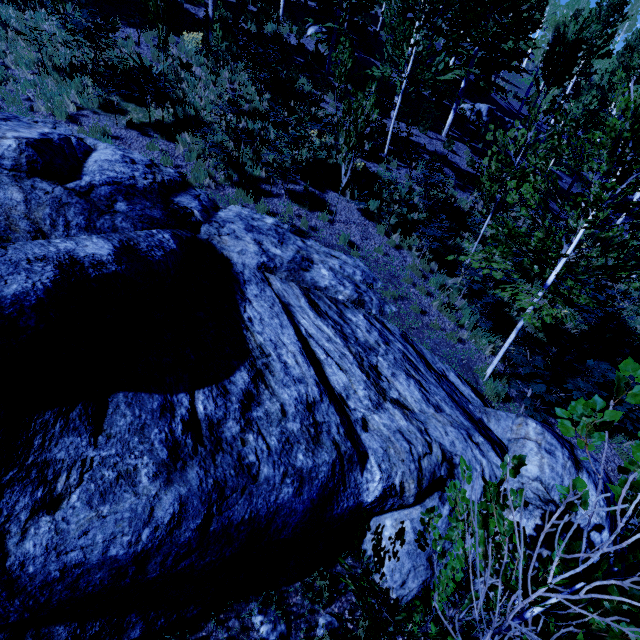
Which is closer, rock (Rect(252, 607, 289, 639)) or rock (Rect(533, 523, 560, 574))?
rock (Rect(252, 607, 289, 639))

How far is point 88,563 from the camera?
2.5m

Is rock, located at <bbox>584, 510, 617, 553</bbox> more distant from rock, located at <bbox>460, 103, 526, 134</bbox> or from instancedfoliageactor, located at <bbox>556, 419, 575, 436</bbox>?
rock, located at <bbox>460, 103, 526, 134</bbox>

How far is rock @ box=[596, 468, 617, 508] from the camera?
5.1 meters

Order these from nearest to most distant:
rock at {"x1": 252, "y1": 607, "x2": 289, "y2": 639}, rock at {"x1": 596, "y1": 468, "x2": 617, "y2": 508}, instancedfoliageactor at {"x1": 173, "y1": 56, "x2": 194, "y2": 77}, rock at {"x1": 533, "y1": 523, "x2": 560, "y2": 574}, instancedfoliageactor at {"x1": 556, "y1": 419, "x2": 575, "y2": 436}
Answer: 1. instancedfoliageactor at {"x1": 556, "y1": 419, "x2": 575, "y2": 436}
2. rock at {"x1": 252, "y1": 607, "x2": 289, "y2": 639}
3. rock at {"x1": 533, "y1": 523, "x2": 560, "y2": 574}
4. rock at {"x1": 596, "y1": 468, "x2": 617, "y2": 508}
5. instancedfoliageactor at {"x1": 173, "y1": 56, "x2": 194, "y2": 77}

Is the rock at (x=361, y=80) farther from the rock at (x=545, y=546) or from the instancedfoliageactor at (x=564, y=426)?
the rock at (x=545, y=546)

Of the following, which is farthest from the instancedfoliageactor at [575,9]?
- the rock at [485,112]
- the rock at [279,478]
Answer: the rock at [485,112]

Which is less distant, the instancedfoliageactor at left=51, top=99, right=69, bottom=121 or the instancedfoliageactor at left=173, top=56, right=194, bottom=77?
the instancedfoliageactor at left=51, top=99, right=69, bottom=121
